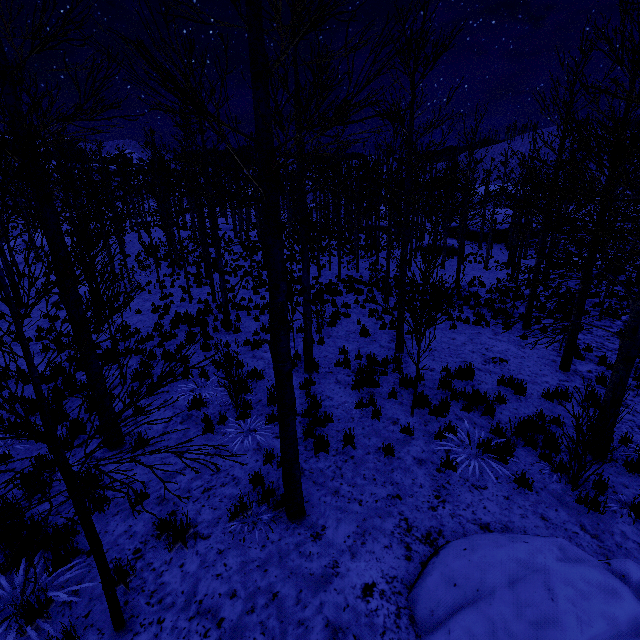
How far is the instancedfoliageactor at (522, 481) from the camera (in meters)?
5.04

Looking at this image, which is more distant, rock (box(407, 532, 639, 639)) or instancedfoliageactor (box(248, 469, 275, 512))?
instancedfoliageactor (box(248, 469, 275, 512))

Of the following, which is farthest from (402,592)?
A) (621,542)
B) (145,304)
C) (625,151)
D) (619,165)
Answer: (619,165)

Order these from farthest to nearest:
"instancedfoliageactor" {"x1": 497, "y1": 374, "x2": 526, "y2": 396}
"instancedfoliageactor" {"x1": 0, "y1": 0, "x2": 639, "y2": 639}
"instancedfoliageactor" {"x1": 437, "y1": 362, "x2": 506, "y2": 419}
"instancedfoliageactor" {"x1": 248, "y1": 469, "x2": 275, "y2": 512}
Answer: "instancedfoliageactor" {"x1": 497, "y1": 374, "x2": 526, "y2": 396} → "instancedfoliageactor" {"x1": 437, "y1": 362, "x2": 506, "y2": 419} → "instancedfoliageactor" {"x1": 248, "y1": 469, "x2": 275, "y2": 512} → "instancedfoliageactor" {"x1": 0, "y1": 0, "x2": 639, "y2": 639}

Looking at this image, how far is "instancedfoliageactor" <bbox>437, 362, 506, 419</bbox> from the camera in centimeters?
710cm

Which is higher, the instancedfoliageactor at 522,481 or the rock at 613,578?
the rock at 613,578
